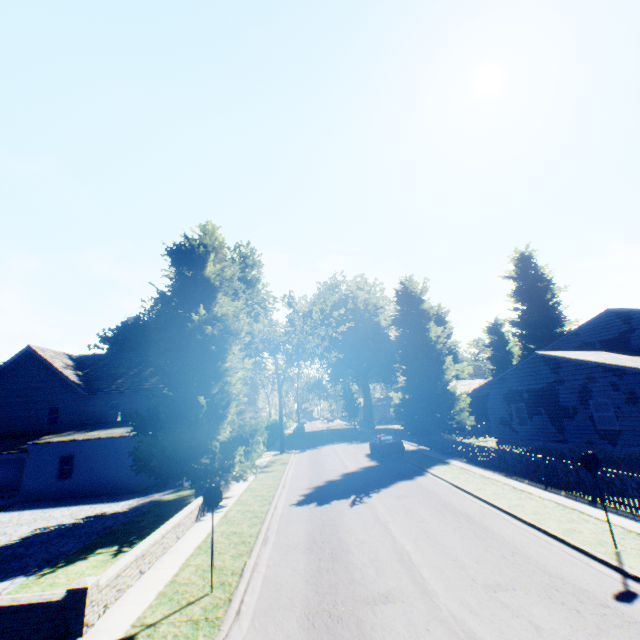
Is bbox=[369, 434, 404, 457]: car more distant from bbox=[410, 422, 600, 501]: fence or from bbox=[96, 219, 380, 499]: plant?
bbox=[410, 422, 600, 501]: fence

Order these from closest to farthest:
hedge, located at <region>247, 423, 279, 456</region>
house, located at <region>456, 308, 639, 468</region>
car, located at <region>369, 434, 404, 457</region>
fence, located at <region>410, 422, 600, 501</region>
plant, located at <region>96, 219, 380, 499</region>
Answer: fence, located at <region>410, 422, 600, 501</region> < plant, located at <region>96, 219, 380, 499</region> < house, located at <region>456, 308, 639, 468</region> < car, located at <region>369, 434, 404, 457</region> < hedge, located at <region>247, 423, 279, 456</region>

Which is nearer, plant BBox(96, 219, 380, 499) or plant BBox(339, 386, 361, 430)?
plant BBox(96, 219, 380, 499)

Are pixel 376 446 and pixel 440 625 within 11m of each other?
no

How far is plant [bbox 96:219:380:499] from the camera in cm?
1565

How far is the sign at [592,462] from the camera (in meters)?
8.32

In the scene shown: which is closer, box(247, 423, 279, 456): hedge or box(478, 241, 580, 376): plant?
box(247, 423, 279, 456): hedge

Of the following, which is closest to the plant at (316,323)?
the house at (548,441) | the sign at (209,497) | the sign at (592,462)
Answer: the house at (548,441)
